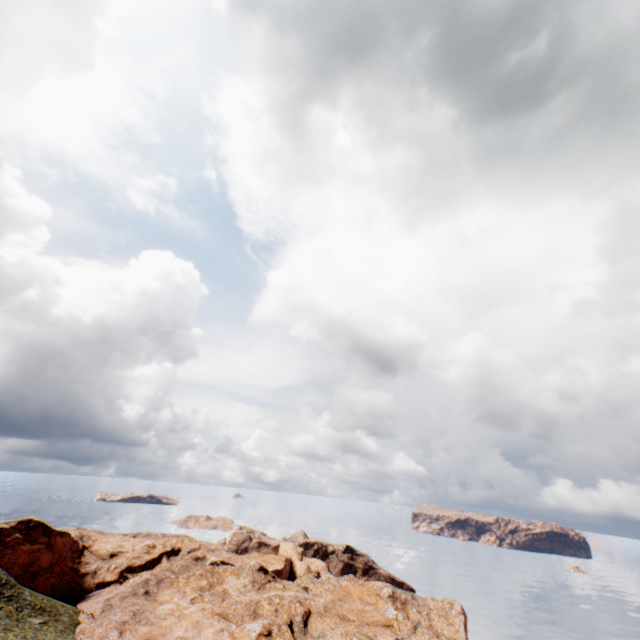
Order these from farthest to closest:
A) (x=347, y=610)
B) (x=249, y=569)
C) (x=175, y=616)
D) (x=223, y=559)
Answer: (x=223, y=559) → (x=249, y=569) → (x=347, y=610) → (x=175, y=616)
